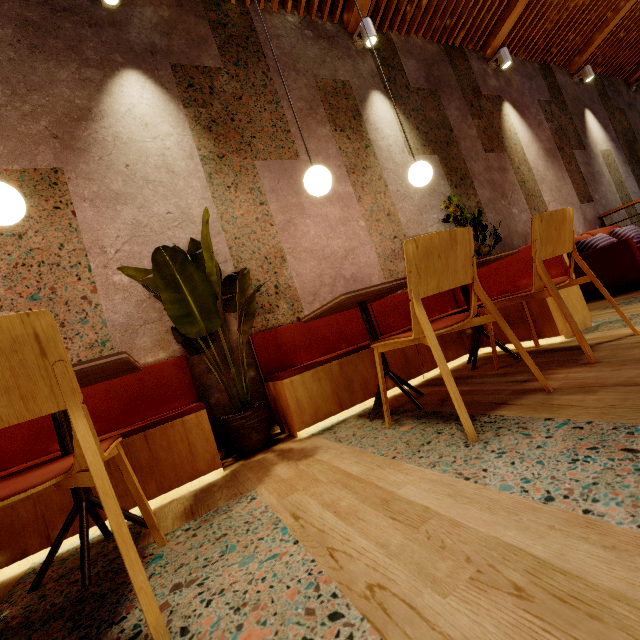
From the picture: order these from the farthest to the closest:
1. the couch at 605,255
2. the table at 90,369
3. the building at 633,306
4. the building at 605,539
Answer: the couch at 605,255 → the building at 633,306 → the table at 90,369 → the building at 605,539

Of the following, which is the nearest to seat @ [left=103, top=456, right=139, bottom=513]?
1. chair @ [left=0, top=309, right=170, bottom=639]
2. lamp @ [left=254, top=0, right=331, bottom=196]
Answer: chair @ [left=0, top=309, right=170, bottom=639]

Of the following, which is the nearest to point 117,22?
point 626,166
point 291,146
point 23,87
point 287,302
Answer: point 23,87

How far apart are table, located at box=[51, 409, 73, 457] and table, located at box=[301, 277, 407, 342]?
1.03m

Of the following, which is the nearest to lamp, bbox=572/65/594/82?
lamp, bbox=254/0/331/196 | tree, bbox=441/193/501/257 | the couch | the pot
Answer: the couch

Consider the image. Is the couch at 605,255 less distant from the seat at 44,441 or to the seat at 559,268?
the seat at 559,268

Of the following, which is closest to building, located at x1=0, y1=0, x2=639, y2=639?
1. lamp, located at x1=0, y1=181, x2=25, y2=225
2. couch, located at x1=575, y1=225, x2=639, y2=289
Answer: couch, located at x1=575, y1=225, x2=639, y2=289

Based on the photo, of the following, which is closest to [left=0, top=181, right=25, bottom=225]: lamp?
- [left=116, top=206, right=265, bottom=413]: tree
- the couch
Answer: [left=116, top=206, right=265, bottom=413]: tree
